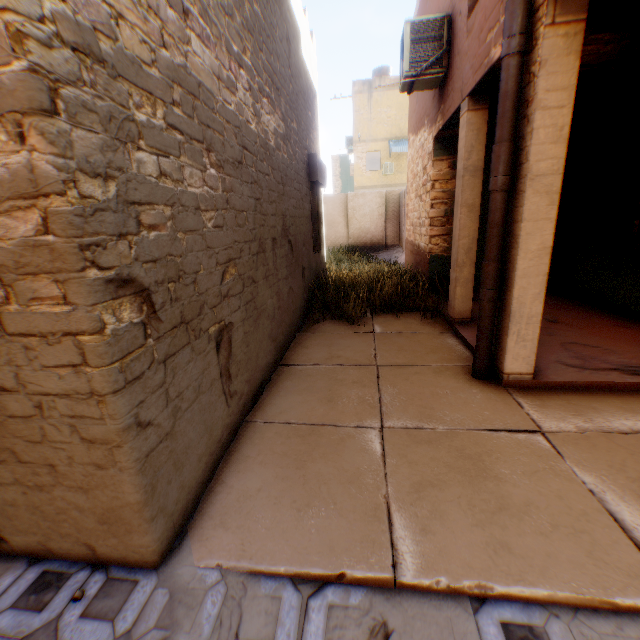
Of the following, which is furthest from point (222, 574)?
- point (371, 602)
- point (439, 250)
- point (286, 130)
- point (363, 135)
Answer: point (363, 135)

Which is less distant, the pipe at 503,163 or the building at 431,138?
the pipe at 503,163

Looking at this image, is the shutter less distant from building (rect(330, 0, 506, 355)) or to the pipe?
building (rect(330, 0, 506, 355))

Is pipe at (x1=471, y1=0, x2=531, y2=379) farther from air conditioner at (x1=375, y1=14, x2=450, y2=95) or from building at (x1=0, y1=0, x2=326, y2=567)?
air conditioner at (x1=375, y1=14, x2=450, y2=95)

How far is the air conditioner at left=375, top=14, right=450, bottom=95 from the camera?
5.3 meters

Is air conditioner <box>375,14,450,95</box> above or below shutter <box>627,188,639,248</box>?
above

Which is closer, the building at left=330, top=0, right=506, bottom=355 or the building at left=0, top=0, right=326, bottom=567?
the building at left=0, top=0, right=326, bottom=567

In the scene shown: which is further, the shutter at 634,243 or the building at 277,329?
the shutter at 634,243
